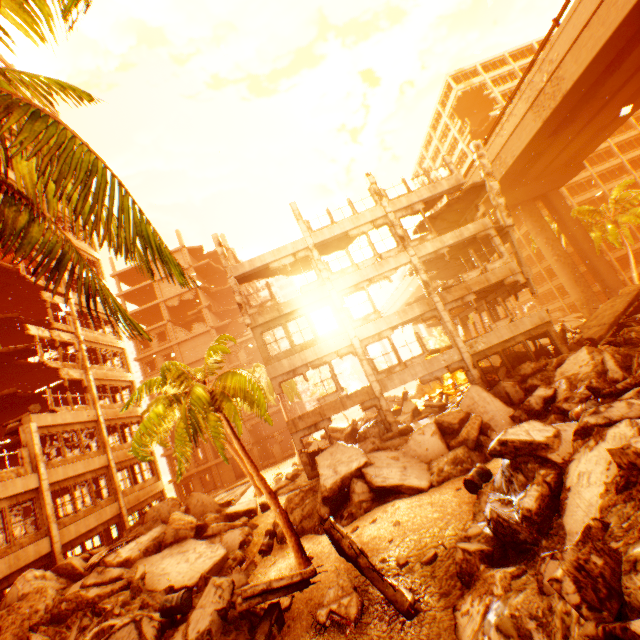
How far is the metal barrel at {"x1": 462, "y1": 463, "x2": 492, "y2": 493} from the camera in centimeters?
986cm

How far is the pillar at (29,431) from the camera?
15.3m

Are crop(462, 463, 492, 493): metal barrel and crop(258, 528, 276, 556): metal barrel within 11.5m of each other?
yes

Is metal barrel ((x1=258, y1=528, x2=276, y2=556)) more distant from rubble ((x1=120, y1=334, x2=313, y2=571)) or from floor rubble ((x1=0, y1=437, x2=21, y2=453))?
floor rubble ((x1=0, y1=437, x2=21, y2=453))

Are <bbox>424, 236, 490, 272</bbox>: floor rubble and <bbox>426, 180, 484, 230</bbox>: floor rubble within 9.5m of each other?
yes

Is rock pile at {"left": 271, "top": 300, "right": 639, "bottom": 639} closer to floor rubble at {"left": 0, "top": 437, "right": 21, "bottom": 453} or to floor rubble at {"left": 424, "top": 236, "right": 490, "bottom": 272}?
floor rubble at {"left": 0, "top": 437, "right": 21, "bottom": 453}

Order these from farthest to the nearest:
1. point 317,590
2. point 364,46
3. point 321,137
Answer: point 364,46, point 321,137, point 317,590

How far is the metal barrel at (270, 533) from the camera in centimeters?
1323cm
